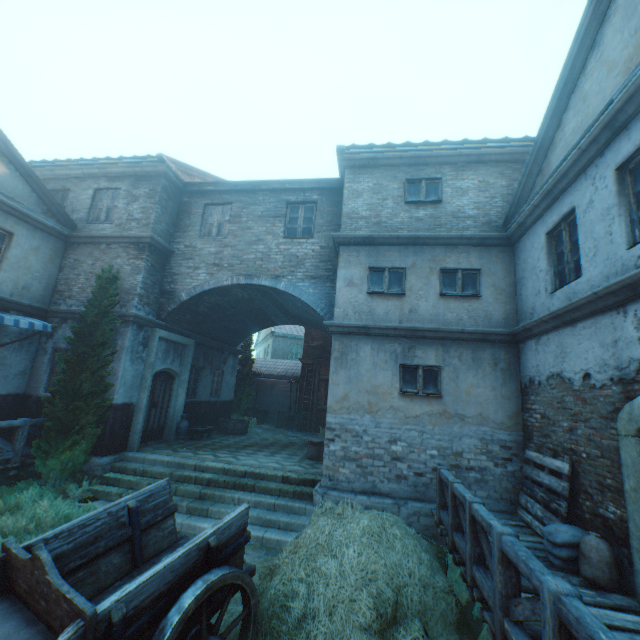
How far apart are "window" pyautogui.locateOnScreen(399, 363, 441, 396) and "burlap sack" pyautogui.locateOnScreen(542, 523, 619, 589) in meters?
3.0 m

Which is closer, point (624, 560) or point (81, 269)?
point (624, 560)

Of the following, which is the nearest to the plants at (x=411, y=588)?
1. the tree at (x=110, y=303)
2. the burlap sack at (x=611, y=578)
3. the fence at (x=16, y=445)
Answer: the burlap sack at (x=611, y=578)

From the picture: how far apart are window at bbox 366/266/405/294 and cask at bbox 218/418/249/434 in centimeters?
896cm

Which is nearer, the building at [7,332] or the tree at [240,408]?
the building at [7,332]

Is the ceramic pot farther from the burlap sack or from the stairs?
the burlap sack

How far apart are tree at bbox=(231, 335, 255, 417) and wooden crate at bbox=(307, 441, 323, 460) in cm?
704

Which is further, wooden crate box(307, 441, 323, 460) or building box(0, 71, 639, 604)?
wooden crate box(307, 441, 323, 460)
